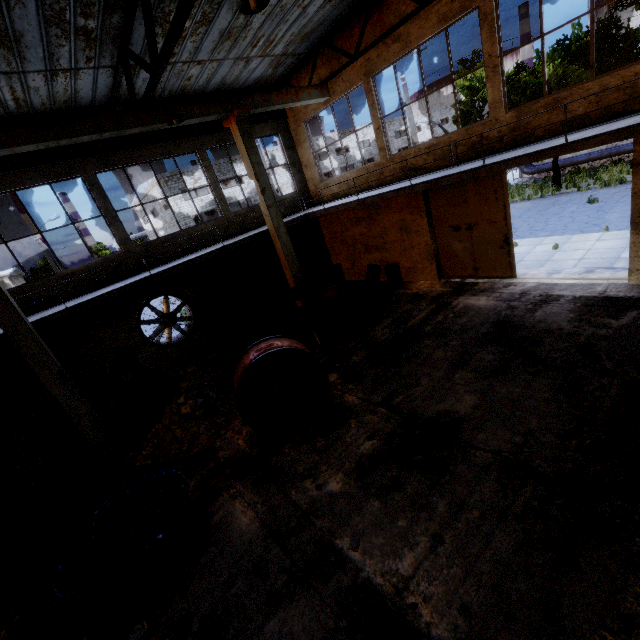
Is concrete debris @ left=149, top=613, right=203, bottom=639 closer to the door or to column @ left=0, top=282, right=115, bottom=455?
column @ left=0, top=282, right=115, bottom=455

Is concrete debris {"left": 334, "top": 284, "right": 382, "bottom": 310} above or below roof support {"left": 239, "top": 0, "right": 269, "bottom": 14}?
below

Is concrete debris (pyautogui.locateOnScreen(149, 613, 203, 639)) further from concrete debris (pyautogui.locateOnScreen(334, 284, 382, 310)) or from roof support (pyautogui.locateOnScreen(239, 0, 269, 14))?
concrete debris (pyautogui.locateOnScreen(334, 284, 382, 310))

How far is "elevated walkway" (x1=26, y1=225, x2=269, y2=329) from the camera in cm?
870

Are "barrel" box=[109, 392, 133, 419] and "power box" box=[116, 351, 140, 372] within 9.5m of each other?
yes

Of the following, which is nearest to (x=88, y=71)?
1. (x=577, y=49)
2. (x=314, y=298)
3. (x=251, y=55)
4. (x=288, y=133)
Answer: (x=251, y=55)

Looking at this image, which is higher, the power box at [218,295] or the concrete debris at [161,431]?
the power box at [218,295]

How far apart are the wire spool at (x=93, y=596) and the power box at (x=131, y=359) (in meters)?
6.78
